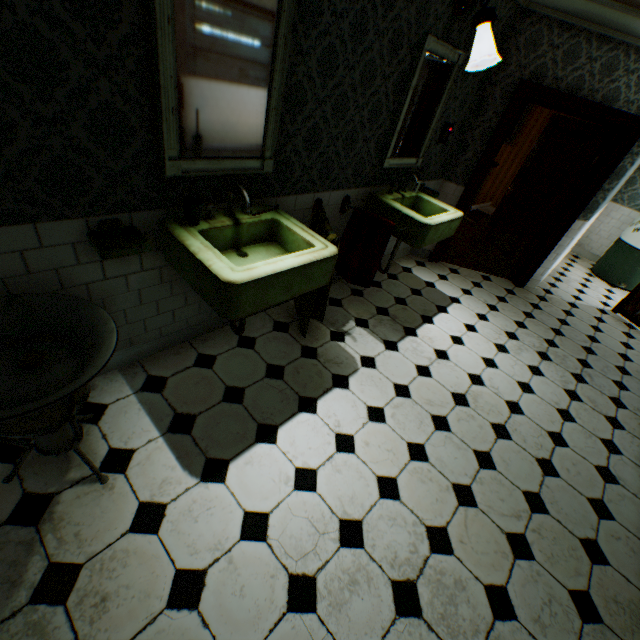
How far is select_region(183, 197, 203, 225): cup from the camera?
1.9m

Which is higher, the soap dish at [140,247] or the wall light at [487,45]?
the wall light at [487,45]

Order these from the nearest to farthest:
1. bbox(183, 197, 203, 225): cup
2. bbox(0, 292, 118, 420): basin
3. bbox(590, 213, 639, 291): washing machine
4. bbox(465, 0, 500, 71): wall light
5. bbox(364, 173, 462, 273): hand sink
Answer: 1. bbox(0, 292, 118, 420): basin
2. bbox(183, 197, 203, 225): cup
3. bbox(465, 0, 500, 71): wall light
4. bbox(364, 173, 462, 273): hand sink
5. bbox(590, 213, 639, 291): washing machine

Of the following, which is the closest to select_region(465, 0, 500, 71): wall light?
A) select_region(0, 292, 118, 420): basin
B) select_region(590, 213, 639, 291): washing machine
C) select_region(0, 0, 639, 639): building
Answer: select_region(0, 0, 639, 639): building

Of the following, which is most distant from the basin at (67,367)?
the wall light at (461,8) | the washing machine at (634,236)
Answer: the washing machine at (634,236)

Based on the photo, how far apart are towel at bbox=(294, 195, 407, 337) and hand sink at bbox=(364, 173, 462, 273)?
0.1m

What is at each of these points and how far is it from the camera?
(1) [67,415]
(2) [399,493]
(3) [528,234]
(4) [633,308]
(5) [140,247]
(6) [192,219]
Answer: (1) basin base, 1.50m
(2) building, 2.19m
(3) childactor, 5.05m
(4) folding screen, 5.14m
(5) soap dish, 1.75m
(6) cup, 1.93m

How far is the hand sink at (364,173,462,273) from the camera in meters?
3.1
